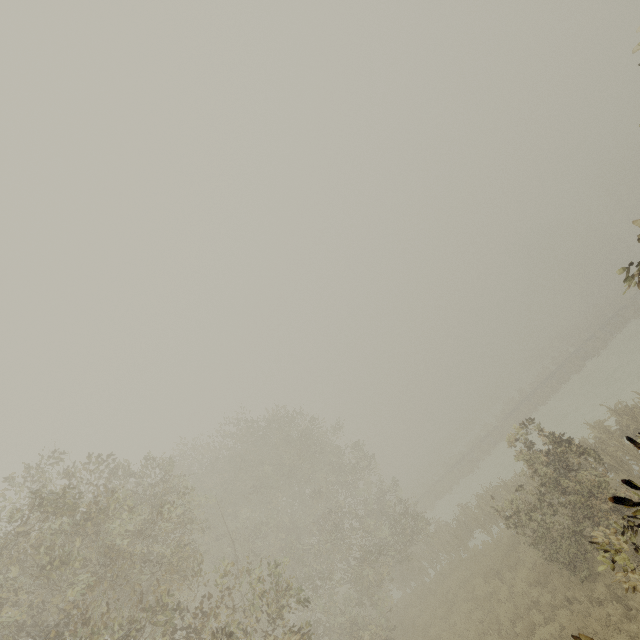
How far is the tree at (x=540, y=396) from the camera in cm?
3297

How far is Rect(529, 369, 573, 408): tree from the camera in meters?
33.0 m

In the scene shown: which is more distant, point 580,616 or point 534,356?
point 534,356
